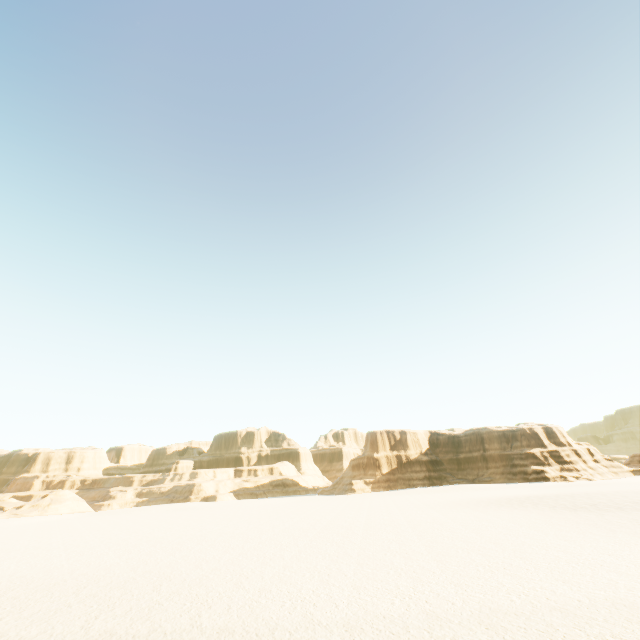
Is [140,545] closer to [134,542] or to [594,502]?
[134,542]
